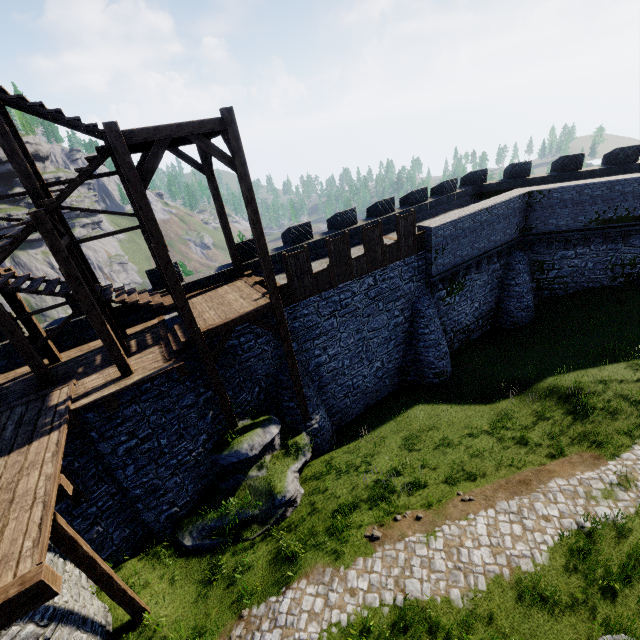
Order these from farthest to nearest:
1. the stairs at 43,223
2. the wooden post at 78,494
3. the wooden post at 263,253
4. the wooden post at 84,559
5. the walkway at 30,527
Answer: the wooden post at 263,253 < the wooden post at 78,494 < the stairs at 43,223 < the wooden post at 84,559 < the walkway at 30,527

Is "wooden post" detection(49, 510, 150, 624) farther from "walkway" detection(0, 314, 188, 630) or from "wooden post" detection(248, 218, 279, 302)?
"wooden post" detection(248, 218, 279, 302)

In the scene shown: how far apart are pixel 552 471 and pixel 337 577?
8.3 meters

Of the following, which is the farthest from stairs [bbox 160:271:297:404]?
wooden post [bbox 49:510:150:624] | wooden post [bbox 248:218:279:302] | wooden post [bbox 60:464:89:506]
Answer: wooden post [bbox 49:510:150:624]

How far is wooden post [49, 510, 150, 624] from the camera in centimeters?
726cm

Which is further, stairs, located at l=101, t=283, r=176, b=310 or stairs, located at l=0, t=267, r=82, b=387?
stairs, located at l=101, t=283, r=176, b=310

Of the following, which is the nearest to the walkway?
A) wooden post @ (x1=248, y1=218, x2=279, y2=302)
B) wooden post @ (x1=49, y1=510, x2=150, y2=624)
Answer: wooden post @ (x1=49, y1=510, x2=150, y2=624)

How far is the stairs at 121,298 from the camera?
10.9m
